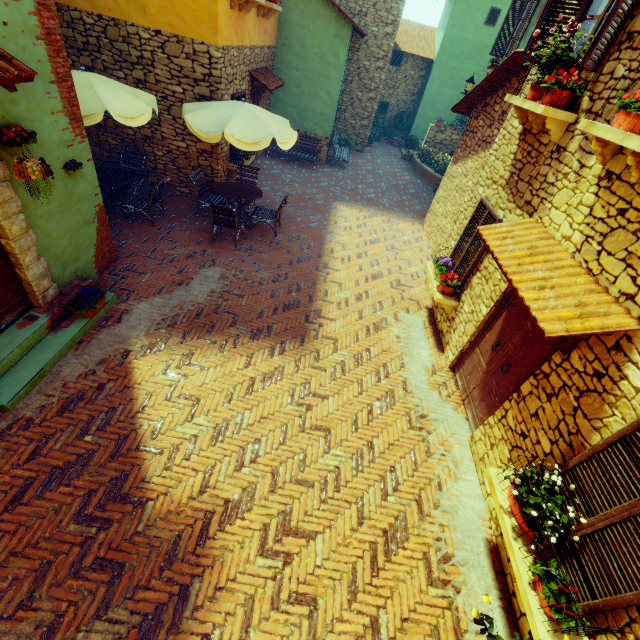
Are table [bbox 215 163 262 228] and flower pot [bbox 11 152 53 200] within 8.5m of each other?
yes

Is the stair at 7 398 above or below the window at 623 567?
below

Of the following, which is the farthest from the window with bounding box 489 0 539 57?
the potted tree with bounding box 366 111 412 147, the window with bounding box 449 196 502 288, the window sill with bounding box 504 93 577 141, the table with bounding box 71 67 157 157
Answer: the potted tree with bounding box 366 111 412 147

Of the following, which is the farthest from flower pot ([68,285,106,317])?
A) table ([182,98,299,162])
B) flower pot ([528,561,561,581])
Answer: flower pot ([528,561,561,581])

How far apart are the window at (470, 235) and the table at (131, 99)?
6.9m

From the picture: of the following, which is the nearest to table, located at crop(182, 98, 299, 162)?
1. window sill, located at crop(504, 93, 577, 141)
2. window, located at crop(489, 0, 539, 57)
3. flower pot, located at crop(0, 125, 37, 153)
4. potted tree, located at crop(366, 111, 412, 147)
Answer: window, located at crop(489, 0, 539, 57)

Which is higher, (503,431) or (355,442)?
(503,431)

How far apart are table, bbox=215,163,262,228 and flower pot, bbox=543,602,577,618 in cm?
834
